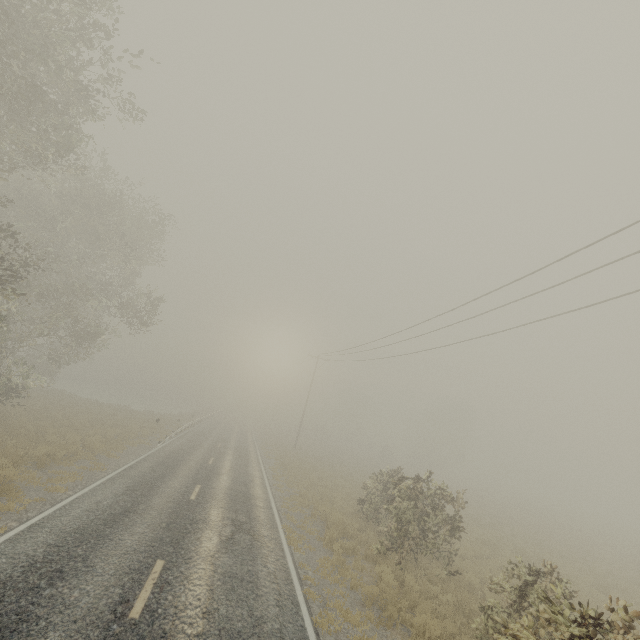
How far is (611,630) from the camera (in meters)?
4.90

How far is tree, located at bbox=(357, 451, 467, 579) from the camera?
11.80m

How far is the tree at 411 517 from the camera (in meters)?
→ 11.80

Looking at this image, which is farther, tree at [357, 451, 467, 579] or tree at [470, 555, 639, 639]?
tree at [357, 451, 467, 579]

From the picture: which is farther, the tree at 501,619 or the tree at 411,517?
the tree at 411,517
